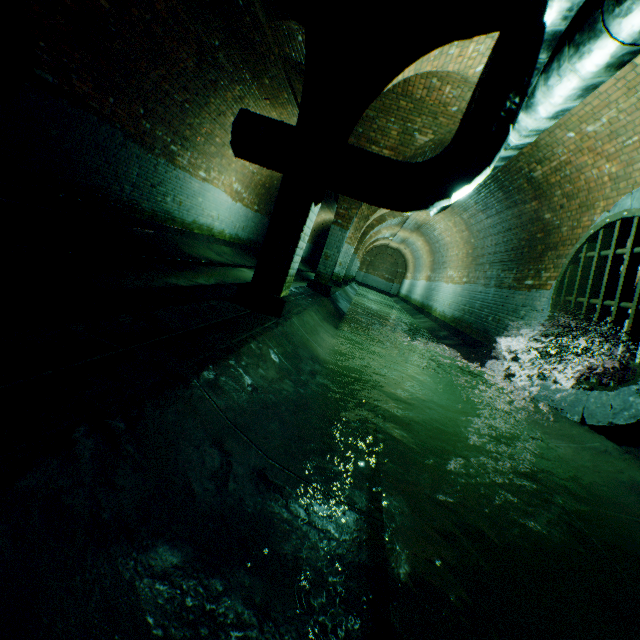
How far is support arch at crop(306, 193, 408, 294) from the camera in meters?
8.6 m

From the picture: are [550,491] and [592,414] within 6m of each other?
yes

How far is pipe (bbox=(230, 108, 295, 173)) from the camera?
4.1m

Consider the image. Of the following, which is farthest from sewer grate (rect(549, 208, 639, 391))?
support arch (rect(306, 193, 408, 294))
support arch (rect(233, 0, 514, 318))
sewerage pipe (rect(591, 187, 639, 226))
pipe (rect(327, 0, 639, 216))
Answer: support arch (rect(306, 193, 408, 294))

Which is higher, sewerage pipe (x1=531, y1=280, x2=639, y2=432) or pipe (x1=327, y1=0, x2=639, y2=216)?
pipe (x1=327, y1=0, x2=639, y2=216)

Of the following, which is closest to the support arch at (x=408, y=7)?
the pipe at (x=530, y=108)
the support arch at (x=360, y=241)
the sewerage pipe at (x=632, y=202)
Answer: the pipe at (x=530, y=108)

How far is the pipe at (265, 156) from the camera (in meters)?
4.07

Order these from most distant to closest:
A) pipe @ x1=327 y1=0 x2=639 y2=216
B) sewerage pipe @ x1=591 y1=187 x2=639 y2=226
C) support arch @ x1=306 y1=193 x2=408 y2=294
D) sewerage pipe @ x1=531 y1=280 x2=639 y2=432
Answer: support arch @ x1=306 y1=193 x2=408 y2=294 → sewerage pipe @ x1=591 y1=187 x2=639 y2=226 → sewerage pipe @ x1=531 y1=280 x2=639 y2=432 → pipe @ x1=327 y1=0 x2=639 y2=216
